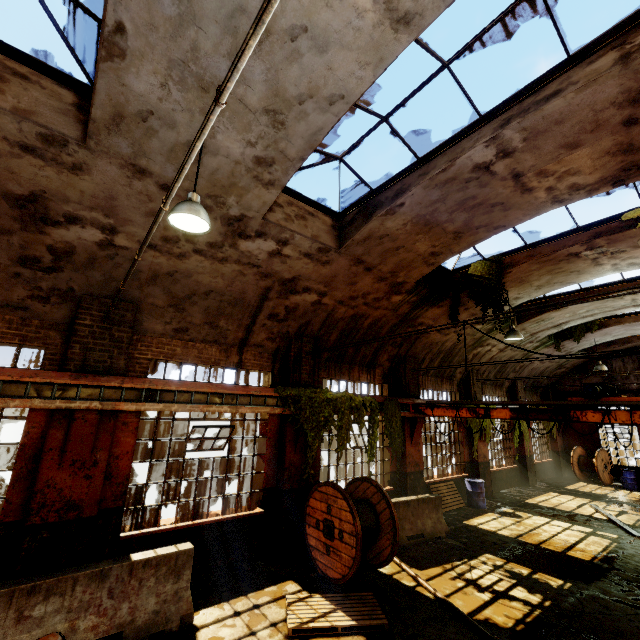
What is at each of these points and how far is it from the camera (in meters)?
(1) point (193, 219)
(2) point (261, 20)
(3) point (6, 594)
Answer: (1) hanging light, 4.23
(2) pipe, 1.31
(3) concrete barricade, 4.26

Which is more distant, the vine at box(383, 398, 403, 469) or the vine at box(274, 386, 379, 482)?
the vine at box(383, 398, 403, 469)

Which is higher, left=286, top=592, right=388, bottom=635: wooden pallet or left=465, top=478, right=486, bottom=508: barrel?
left=465, top=478, right=486, bottom=508: barrel

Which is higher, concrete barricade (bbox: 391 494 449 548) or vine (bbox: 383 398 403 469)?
vine (bbox: 383 398 403 469)

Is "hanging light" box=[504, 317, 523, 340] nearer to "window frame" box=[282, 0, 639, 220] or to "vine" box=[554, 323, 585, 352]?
"vine" box=[554, 323, 585, 352]

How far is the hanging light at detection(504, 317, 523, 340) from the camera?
9.93m

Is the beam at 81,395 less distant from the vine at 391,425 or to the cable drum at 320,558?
the cable drum at 320,558

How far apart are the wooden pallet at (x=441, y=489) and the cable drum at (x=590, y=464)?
10.7m
